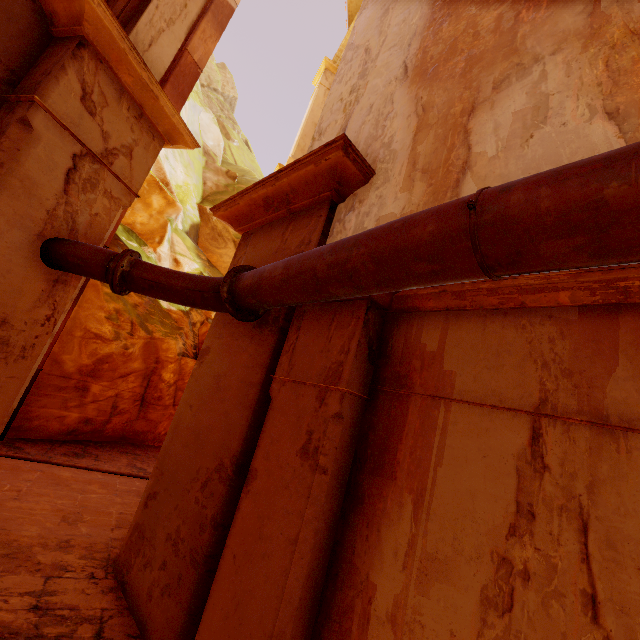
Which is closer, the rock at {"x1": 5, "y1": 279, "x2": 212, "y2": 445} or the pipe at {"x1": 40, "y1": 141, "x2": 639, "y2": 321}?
the pipe at {"x1": 40, "y1": 141, "x2": 639, "y2": 321}

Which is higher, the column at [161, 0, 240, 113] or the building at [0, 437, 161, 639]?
the column at [161, 0, 240, 113]

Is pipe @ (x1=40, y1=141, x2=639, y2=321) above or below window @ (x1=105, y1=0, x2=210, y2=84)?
below

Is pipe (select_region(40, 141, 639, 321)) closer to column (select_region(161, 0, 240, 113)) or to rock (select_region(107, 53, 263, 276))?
column (select_region(161, 0, 240, 113))

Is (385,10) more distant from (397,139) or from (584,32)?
(584,32)

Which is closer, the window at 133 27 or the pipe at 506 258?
the pipe at 506 258

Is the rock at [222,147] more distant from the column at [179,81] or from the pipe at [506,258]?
the pipe at [506,258]
